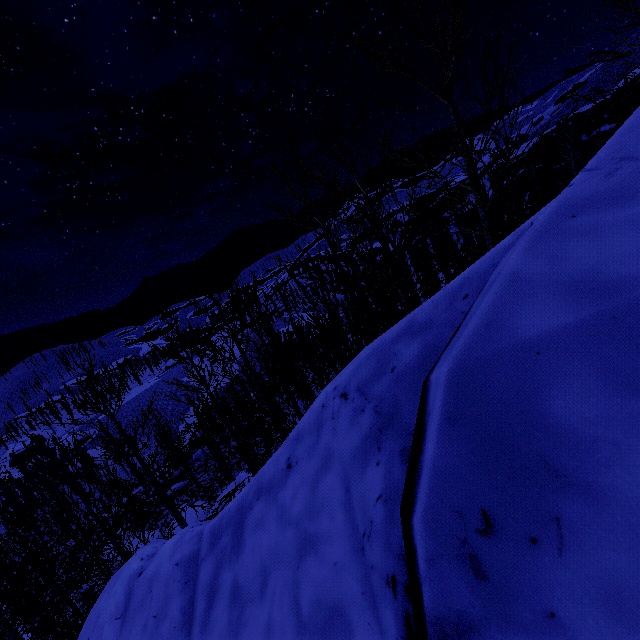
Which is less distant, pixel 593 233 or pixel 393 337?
pixel 593 233

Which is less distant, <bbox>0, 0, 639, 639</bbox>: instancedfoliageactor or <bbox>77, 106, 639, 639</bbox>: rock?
<bbox>77, 106, 639, 639</bbox>: rock

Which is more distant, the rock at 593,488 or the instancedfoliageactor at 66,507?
the instancedfoliageactor at 66,507
